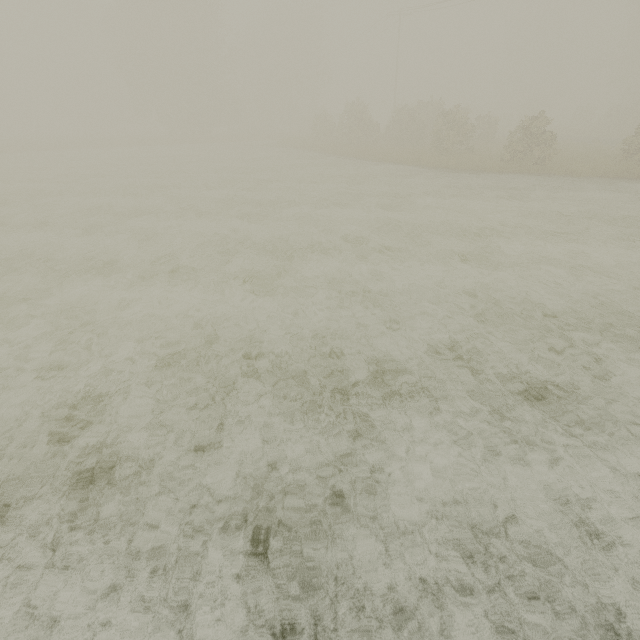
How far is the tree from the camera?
55.9m

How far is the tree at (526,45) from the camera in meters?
55.9 m

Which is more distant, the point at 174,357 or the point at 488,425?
the point at 174,357
